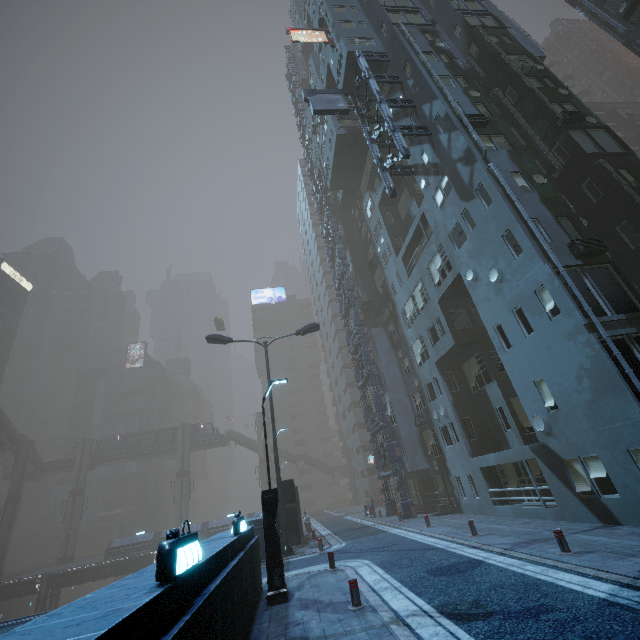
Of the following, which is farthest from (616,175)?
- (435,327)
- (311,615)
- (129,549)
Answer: (129,549)

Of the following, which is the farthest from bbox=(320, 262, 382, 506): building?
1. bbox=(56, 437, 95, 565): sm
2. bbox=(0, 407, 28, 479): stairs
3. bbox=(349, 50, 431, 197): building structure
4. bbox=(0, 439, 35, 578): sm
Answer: bbox=(56, 437, 95, 565): sm

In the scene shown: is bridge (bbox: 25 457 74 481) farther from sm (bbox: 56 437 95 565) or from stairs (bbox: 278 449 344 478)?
stairs (bbox: 278 449 344 478)

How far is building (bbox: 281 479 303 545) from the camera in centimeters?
2070cm

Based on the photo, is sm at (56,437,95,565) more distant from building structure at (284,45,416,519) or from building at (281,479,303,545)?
building structure at (284,45,416,519)

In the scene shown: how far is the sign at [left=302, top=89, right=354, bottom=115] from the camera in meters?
23.7

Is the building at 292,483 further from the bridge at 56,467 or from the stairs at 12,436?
the stairs at 12,436

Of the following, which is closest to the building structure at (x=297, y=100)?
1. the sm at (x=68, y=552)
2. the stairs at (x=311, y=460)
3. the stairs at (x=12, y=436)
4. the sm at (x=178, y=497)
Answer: the stairs at (x=311, y=460)
